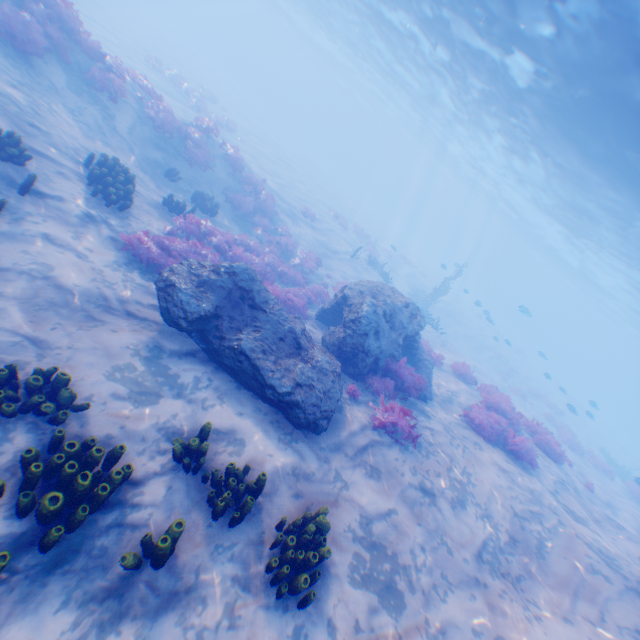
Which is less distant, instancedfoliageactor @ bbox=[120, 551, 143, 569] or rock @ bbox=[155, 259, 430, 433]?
instancedfoliageactor @ bbox=[120, 551, 143, 569]

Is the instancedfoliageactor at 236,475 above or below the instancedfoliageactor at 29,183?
above

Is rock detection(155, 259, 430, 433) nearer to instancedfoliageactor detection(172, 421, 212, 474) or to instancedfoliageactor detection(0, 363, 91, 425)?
instancedfoliageactor detection(172, 421, 212, 474)

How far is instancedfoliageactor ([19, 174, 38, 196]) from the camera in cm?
701

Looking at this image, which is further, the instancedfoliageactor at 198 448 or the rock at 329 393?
the rock at 329 393

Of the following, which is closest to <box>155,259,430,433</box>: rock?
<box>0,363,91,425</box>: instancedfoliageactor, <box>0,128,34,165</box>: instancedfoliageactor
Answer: <box>0,128,34,165</box>: instancedfoliageactor

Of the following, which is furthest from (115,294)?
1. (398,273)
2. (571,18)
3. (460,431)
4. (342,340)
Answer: (398,273)
